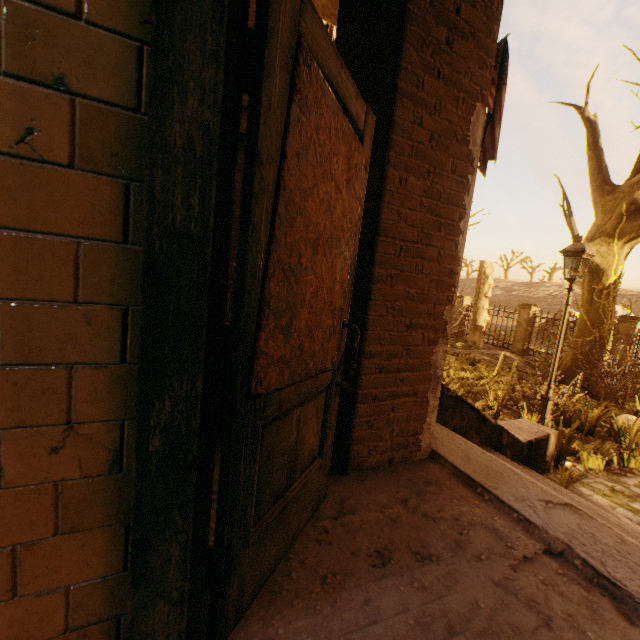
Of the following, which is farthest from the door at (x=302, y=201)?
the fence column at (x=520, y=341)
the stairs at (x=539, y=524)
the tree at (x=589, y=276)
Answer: the fence column at (x=520, y=341)

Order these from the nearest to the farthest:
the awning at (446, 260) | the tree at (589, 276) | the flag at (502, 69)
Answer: the awning at (446, 260), the flag at (502, 69), the tree at (589, 276)

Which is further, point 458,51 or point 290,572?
point 458,51

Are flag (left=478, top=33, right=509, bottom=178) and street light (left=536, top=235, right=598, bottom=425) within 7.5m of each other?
yes

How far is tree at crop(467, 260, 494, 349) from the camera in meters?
15.9

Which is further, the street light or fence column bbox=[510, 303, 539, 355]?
fence column bbox=[510, 303, 539, 355]

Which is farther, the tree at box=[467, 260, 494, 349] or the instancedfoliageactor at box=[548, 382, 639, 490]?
the tree at box=[467, 260, 494, 349]

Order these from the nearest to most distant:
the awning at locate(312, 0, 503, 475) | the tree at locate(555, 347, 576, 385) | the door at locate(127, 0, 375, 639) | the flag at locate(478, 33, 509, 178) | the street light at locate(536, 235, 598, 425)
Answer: the door at locate(127, 0, 375, 639)
the awning at locate(312, 0, 503, 475)
the flag at locate(478, 33, 509, 178)
the street light at locate(536, 235, 598, 425)
the tree at locate(555, 347, 576, 385)
